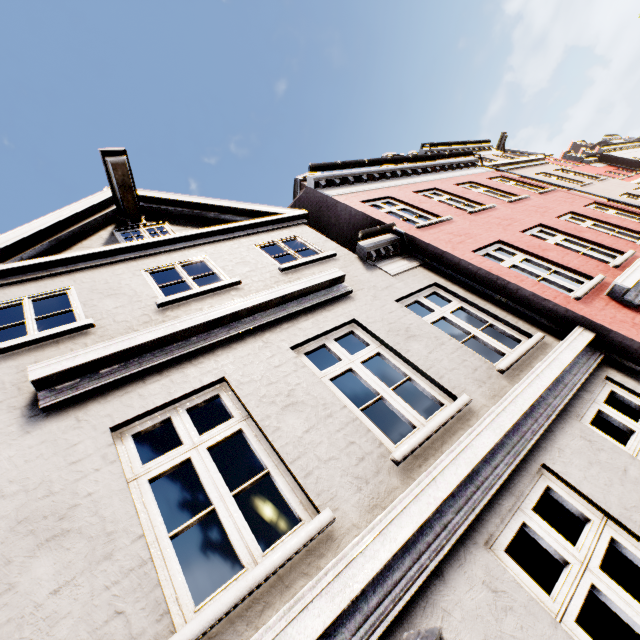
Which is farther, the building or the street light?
the building

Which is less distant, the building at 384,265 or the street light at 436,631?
the street light at 436,631

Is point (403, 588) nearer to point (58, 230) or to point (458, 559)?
point (458, 559)
